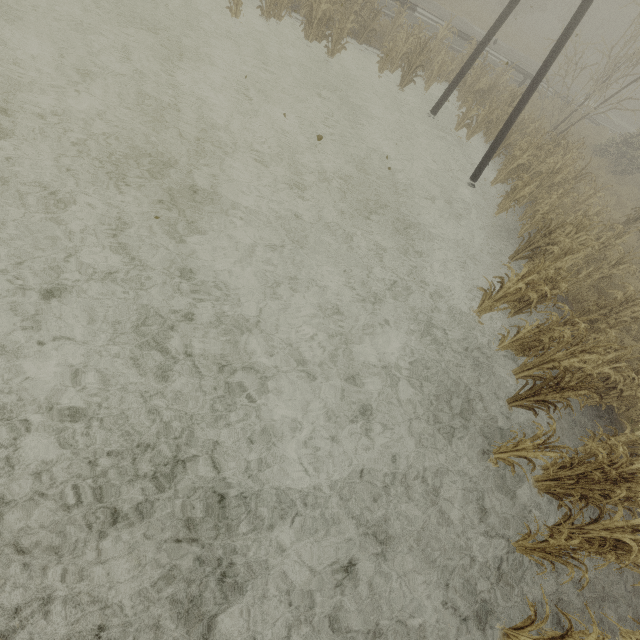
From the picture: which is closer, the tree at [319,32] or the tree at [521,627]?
the tree at [521,627]

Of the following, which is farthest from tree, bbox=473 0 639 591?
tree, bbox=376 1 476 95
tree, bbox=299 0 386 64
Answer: tree, bbox=299 0 386 64

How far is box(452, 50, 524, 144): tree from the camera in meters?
12.1

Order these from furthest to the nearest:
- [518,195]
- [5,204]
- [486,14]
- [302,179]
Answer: [486,14] < [518,195] < [302,179] < [5,204]

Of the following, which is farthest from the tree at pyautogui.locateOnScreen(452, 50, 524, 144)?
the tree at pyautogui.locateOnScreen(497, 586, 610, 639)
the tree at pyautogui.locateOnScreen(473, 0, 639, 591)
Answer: the tree at pyautogui.locateOnScreen(497, 586, 610, 639)

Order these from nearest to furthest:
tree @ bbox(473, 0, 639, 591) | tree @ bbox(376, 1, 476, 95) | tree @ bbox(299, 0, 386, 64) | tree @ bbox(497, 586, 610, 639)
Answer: tree @ bbox(497, 586, 610, 639) < tree @ bbox(473, 0, 639, 591) < tree @ bbox(299, 0, 386, 64) < tree @ bbox(376, 1, 476, 95)

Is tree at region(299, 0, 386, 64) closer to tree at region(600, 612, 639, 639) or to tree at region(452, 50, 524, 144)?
tree at region(452, 50, 524, 144)

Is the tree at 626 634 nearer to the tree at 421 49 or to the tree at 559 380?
the tree at 559 380
